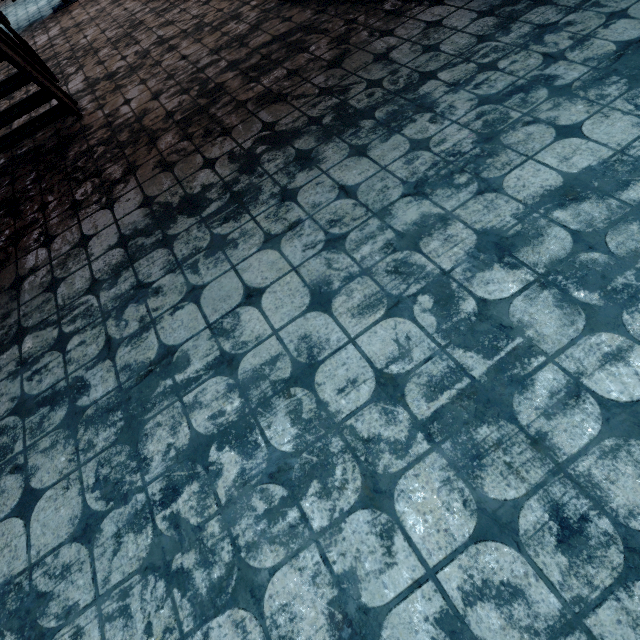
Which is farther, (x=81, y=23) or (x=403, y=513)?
(x=81, y=23)
